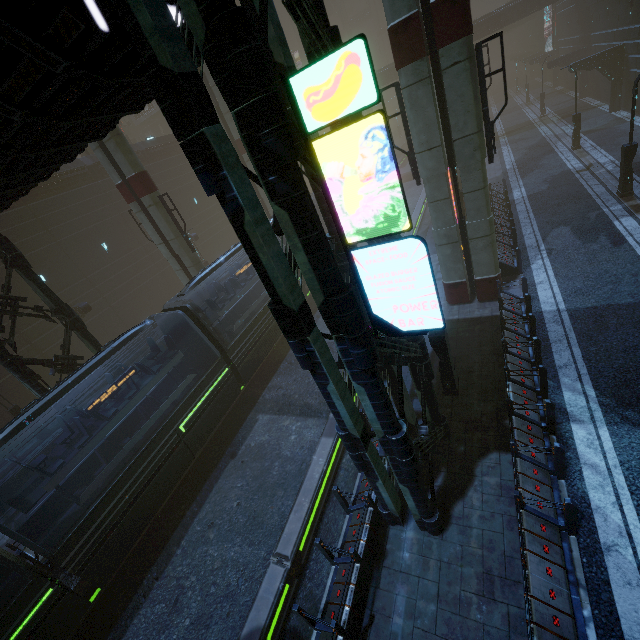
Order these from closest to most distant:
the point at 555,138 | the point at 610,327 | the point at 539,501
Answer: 1. the point at 539,501
2. the point at 610,327
3. the point at 555,138

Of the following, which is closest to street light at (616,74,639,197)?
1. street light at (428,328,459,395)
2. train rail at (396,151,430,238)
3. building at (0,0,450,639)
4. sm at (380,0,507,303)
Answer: building at (0,0,450,639)

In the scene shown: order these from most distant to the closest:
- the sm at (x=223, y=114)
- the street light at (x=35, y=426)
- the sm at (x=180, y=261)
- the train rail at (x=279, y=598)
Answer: the sm at (x=223, y=114) < the street light at (x=35, y=426) < the sm at (x=180, y=261) < the train rail at (x=279, y=598)

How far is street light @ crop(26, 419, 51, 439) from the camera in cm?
1838

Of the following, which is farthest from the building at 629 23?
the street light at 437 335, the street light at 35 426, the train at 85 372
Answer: the street light at 35 426

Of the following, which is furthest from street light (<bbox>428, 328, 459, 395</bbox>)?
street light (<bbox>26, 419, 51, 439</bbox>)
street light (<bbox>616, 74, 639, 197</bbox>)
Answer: street light (<bbox>26, 419, 51, 439</bbox>)

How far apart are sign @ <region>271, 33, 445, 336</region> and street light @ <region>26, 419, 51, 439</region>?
22.43m

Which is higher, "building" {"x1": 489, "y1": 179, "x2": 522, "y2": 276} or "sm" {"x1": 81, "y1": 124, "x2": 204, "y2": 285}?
"sm" {"x1": 81, "y1": 124, "x2": 204, "y2": 285}
